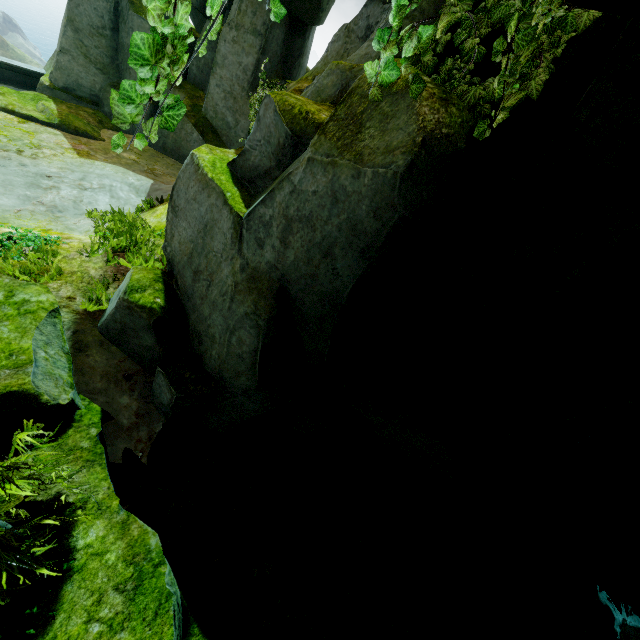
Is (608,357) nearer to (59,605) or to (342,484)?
(342,484)

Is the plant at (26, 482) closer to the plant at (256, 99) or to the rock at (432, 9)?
the rock at (432, 9)

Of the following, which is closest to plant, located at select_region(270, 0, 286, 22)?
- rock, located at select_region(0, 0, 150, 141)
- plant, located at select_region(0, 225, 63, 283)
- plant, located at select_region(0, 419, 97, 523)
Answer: rock, located at select_region(0, 0, 150, 141)

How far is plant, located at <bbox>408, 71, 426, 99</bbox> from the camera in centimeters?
273cm

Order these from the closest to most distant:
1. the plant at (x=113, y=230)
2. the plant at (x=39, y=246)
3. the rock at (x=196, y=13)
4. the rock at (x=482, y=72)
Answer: the rock at (x=482, y=72) → the plant at (x=39, y=246) → the plant at (x=113, y=230) → the rock at (x=196, y=13)

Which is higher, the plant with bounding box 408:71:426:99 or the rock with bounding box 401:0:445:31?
the rock with bounding box 401:0:445:31

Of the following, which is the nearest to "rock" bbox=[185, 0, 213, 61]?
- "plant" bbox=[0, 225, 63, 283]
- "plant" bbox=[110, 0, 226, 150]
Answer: "plant" bbox=[110, 0, 226, 150]
